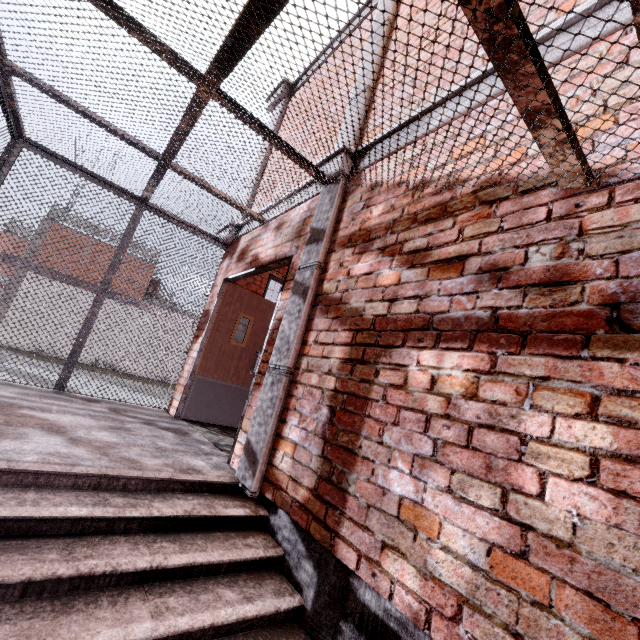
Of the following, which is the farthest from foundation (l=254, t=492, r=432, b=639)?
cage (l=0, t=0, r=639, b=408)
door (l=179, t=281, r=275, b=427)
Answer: door (l=179, t=281, r=275, b=427)

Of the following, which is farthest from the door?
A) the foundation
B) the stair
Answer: the foundation

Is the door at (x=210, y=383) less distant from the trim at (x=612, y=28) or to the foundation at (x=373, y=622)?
the trim at (x=612, y=28)

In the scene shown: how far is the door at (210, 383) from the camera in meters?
4.9 m

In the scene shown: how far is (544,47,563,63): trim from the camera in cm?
180

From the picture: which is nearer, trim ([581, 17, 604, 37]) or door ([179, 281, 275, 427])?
trim ([581, 17, 604, 37])

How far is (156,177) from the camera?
4.2 meters
